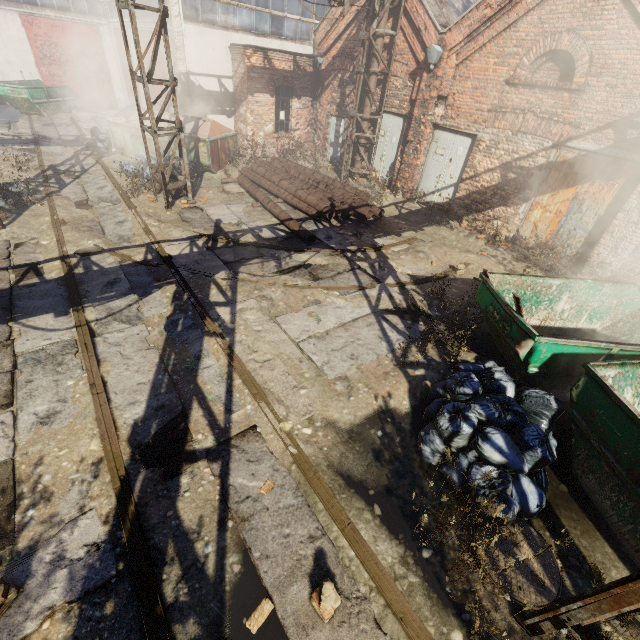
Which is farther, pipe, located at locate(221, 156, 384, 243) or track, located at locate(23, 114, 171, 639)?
pipe, located at locate(221, 156, 384, 243)

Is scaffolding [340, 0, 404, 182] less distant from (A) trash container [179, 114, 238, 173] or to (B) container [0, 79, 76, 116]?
(A) trash container [179, 114, 238, 173]

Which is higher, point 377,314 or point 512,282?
point 512,282

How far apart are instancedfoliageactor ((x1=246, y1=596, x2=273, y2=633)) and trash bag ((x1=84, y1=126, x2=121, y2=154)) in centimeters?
1653cm

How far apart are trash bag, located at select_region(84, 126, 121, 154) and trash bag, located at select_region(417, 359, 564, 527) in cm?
1609

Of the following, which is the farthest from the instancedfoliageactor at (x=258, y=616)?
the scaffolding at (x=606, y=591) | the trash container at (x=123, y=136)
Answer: the trash container at (x=123, y=136)

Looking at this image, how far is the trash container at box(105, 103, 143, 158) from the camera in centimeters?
1254cm

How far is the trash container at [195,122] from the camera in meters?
12.1 m
